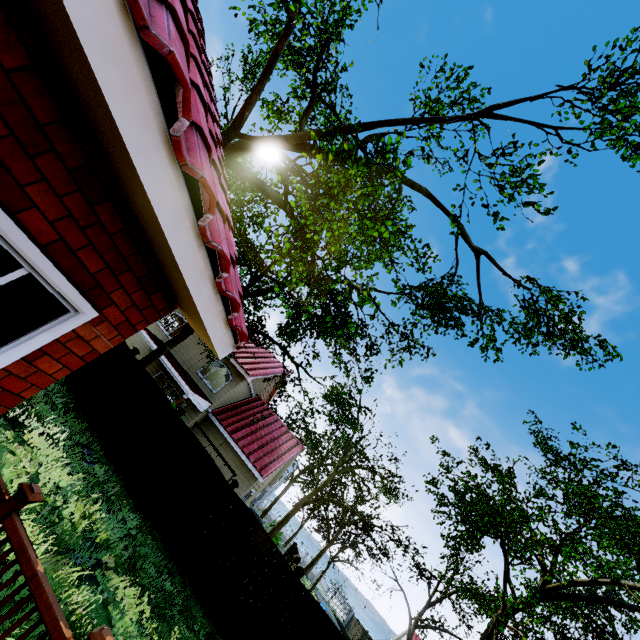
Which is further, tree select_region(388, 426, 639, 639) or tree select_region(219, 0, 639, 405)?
tree select_region(219, 0, 639, 405)

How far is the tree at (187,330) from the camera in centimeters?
1329cm

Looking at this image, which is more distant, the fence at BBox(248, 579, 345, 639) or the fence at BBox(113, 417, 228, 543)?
the fence at BBox(113, 417, 228, 543)

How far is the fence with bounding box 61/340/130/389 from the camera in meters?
11.2

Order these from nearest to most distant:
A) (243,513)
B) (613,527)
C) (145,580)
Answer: (145,580), (243,513), (613,527)

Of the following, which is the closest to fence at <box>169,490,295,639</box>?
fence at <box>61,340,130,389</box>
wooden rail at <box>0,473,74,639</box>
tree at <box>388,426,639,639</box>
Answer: tree at <box>388,426,639,639</box>

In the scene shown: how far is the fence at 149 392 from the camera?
10.39m

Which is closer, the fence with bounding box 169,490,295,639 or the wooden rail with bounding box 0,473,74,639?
the wooden rail with bounding box 0,473,74,639
